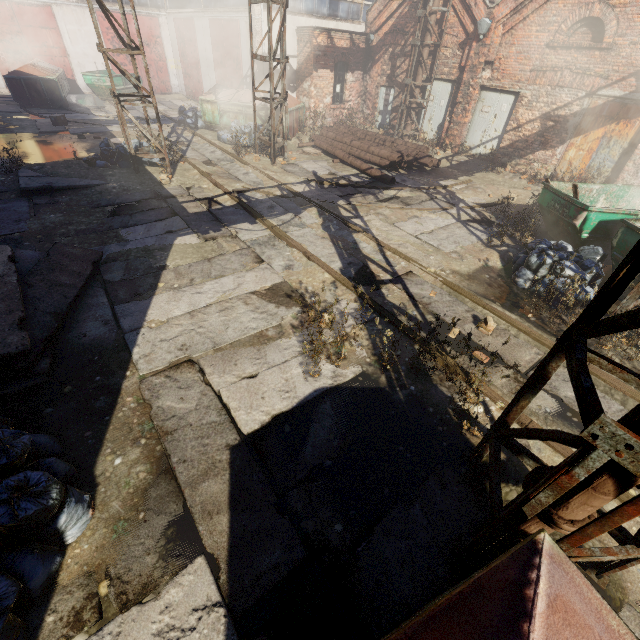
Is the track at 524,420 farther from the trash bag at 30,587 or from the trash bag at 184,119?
the trash bag at 30,587

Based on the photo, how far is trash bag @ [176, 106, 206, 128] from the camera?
16.0 meters

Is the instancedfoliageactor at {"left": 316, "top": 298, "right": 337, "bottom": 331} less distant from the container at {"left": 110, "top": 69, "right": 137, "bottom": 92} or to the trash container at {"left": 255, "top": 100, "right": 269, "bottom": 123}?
the trash container at {"left": 255, "top": 100, "right": 269, "bottom": 123}

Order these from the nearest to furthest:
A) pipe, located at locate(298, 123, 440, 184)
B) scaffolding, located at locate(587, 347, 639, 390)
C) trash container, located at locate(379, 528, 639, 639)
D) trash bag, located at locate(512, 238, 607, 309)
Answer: trash container, located at locate(379, 528, 639, 639) < scaffolding, located at locate(587, 347, 639, 390) < trash bag, located at locate(512, 238, 607, 309) < pipe, located at locate(298, 123, 440, 184)

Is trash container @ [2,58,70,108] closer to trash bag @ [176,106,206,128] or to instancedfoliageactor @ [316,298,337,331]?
trash bag @ [176,106,206,128]

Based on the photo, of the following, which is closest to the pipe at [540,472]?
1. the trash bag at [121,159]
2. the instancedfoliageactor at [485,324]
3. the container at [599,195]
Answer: the container at [599,195]

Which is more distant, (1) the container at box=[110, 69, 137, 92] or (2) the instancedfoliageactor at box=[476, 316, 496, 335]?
(1) the container at box=[110, 69, 137, 92]

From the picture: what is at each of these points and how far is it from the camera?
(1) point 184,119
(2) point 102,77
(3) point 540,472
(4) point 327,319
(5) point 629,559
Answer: (1) trash bag, 16.0 meters
(2) container, 18.7 meters
(3) pipe, 2.6 meters
(4) instancedfoliageactor, 5.4 meters
(5) scaffolding, 2.7 meters
